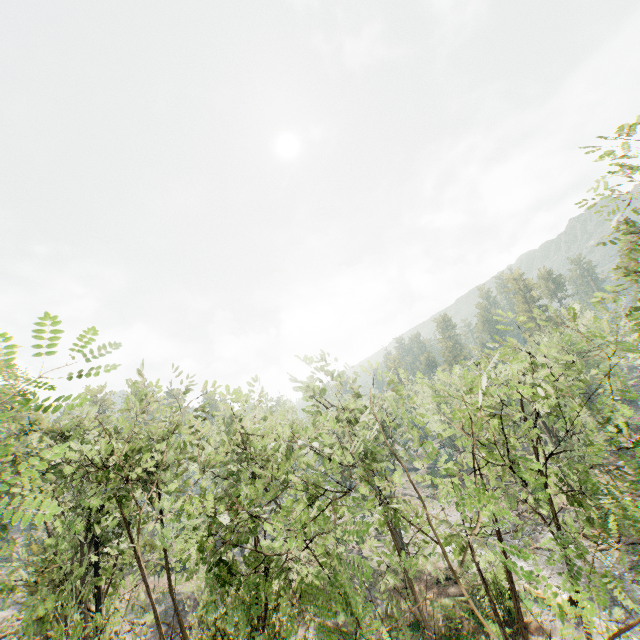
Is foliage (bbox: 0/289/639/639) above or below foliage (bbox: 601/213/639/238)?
below

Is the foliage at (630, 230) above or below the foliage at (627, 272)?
above

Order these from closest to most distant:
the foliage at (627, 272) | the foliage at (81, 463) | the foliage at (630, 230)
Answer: the foliage at (81, 463) → the foliage at (630, 230) → the foliage at (627, 272)

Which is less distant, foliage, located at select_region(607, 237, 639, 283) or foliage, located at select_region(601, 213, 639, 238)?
foliage, located at select_region(601, 213, 639, 238)

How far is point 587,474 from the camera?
8.22m

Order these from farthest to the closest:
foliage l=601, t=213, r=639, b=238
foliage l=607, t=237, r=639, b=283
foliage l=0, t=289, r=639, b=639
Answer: foliage l=607, t=237, r=639, b=283 < foliage l=601, t=213, r=639, b=238 < foliage l=0, t=289, r=639, b=639
